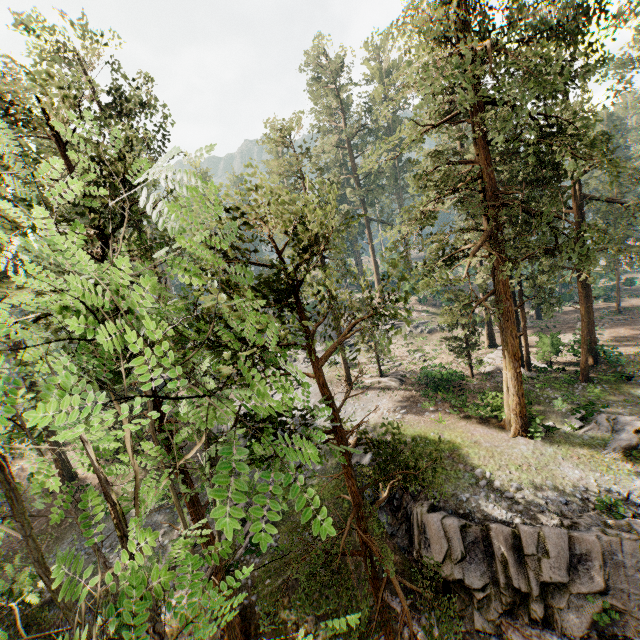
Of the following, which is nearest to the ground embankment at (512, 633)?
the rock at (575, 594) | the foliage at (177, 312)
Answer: the rock at (575, 594)

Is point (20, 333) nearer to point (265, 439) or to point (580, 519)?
point (265, 439)

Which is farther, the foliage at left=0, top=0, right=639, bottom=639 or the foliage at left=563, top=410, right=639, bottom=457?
the foliage at left=563, top=410, right=639, bottom=457

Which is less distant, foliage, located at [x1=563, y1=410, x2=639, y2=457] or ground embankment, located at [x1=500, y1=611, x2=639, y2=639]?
ground embankment, located at [x1=500, y1=611, x2=639, y2=639]

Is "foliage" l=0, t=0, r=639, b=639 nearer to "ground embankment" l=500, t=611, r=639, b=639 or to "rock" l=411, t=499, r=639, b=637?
"rock" l=411, t=499, r=639, b=637

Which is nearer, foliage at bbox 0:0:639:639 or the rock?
foliage at bbox 0:0:639:639

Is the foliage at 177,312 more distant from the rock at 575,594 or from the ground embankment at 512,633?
the ground embankment at 512,633
